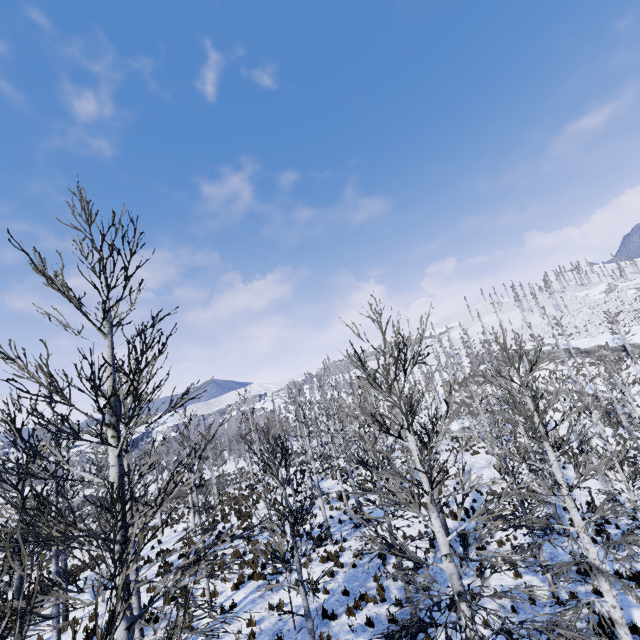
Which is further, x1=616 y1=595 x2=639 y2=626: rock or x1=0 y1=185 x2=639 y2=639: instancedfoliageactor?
x1=616 y1=595 x2=639 y2=626: rock

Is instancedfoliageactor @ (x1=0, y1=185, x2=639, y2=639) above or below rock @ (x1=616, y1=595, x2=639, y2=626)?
above

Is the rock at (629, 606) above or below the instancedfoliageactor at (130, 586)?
below

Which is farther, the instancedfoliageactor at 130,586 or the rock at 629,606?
the rock at 629,606

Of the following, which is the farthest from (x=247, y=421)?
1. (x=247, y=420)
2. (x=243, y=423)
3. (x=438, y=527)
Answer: (x=438, y=527)
